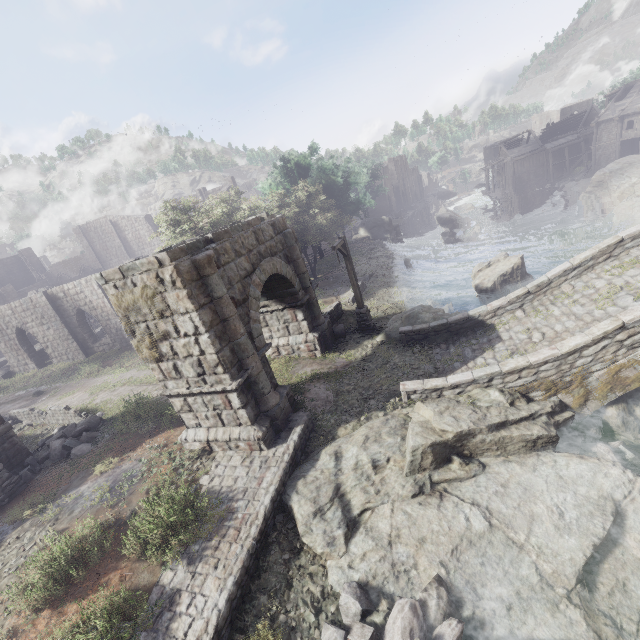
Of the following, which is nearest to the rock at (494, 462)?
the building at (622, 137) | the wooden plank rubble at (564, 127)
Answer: the building at (622, 137)

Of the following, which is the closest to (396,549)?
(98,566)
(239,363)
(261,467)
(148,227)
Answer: (261,467)

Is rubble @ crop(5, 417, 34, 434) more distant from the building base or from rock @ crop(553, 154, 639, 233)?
rock @ crop(553, 154, 639, 233)

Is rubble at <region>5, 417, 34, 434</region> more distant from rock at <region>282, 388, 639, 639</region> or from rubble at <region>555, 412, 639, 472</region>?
rubble at <region>555, 412, 639, 472</region>

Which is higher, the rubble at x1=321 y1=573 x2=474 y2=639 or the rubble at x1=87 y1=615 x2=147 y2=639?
the rubble at x1=87 y1=615 x2=147 y2=639

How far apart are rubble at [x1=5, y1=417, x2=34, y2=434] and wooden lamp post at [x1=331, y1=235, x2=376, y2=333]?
17.2m

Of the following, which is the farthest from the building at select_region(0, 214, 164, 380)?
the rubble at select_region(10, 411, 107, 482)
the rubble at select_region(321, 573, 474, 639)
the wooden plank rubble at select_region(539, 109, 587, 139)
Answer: the rubble at select_region(321, 573, 474, 639)

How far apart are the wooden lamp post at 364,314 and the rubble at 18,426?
17.22m
